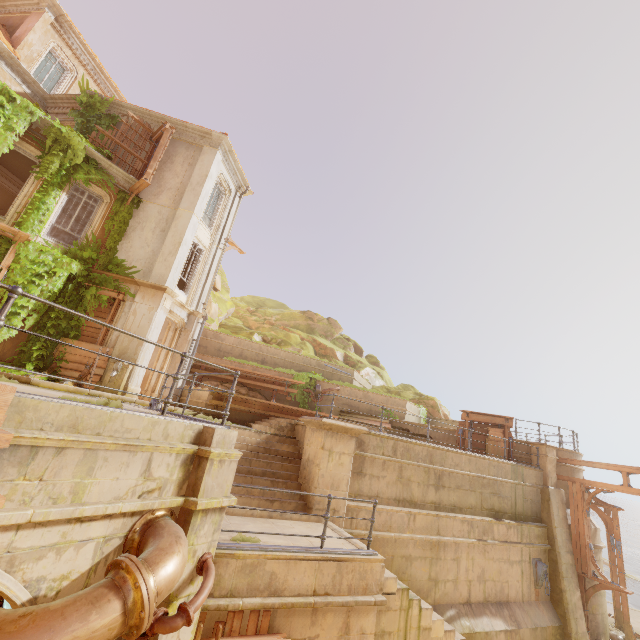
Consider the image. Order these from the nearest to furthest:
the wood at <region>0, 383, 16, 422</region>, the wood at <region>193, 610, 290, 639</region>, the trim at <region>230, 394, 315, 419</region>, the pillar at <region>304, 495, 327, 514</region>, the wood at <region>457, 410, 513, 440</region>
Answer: the wood at <region>0, 383, 16, 422</region> → the wood at <region>193, 610, 290, 639</region> → the pillar at <region>304, 495, 327, 514</region> → the trim at <region>230, 394, 315, 419</region> → the wood at <region>457, 410, 513, 440</region>

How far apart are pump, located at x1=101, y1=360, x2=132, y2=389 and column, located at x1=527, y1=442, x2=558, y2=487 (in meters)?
17.34

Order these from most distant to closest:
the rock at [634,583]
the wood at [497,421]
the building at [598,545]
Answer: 1. the rock at [634,583]
2. the wood at [497,421]
3. the building at [598,545]

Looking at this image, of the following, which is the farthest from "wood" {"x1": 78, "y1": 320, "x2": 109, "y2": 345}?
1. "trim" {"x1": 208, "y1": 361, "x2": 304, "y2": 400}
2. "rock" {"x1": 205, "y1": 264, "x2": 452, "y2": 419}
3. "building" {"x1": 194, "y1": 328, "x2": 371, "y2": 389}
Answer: "rock" {"x1": 205, "y1": 264, "x2": 452, "y2": 419}

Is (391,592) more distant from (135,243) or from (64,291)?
(135,243)

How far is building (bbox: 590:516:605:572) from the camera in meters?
13.5

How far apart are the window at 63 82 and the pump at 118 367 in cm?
1453

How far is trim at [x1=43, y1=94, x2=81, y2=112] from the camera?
15.3 meters
